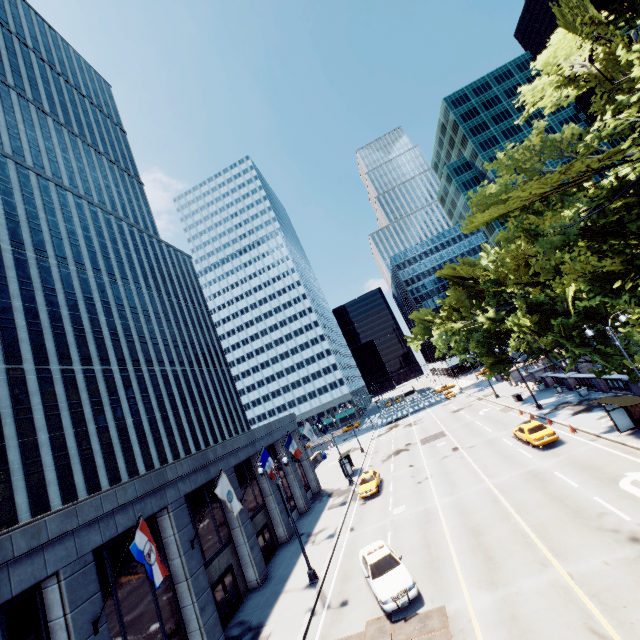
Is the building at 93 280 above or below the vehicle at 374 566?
above

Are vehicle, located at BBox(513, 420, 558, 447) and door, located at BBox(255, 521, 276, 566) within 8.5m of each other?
no

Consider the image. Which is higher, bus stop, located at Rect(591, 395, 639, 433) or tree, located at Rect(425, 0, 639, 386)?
tree, located at Rect(425, 0, 639, 386)

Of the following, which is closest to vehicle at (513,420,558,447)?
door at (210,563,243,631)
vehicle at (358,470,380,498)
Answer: vehicle at (358,470,380,498)

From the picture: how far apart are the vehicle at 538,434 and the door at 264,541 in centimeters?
2209cm

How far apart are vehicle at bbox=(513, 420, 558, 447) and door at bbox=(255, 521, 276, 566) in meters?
22.1

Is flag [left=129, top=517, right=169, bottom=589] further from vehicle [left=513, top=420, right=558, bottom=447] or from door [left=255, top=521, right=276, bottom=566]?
vehicle [left=513, top=420, right=558, bottom=447]

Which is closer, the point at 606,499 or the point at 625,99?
the point at 625,99
